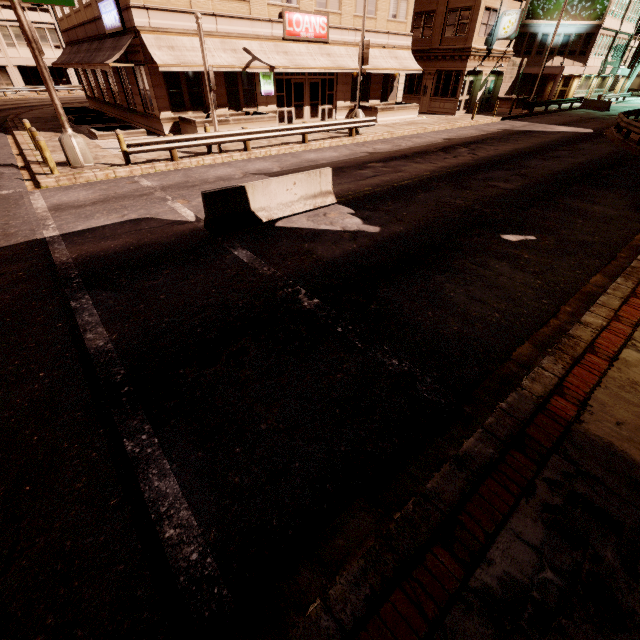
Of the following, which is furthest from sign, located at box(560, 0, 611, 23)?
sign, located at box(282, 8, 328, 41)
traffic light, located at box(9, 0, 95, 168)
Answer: traffic light, located at box(9, 0, 95, 168)

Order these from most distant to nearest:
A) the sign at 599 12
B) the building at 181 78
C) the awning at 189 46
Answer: the sign at 599 12 < the building at 181 78 < the awning at 189 46

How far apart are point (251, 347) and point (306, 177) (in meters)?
6.19

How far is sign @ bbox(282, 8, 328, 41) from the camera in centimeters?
1945cm

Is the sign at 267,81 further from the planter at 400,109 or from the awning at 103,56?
the planter at 400,109

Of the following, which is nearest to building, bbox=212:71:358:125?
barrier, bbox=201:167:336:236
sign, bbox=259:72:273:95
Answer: sign, bbox=259:72:273:95

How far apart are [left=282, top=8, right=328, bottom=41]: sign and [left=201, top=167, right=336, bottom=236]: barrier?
16.5m

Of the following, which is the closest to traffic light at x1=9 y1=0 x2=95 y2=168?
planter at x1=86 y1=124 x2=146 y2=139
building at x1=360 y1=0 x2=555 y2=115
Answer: planter at x1=86 y1=124 x2=146 y2=139
